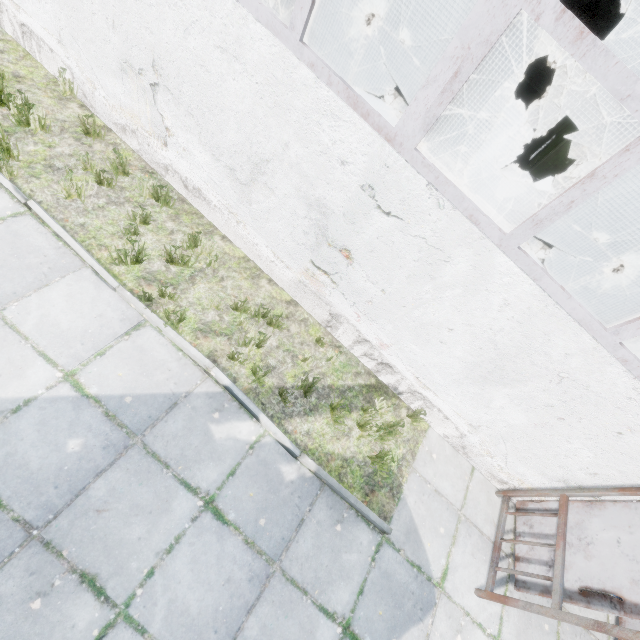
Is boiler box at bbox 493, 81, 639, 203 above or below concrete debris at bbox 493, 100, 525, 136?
above

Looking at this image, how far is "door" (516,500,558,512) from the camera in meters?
4.6

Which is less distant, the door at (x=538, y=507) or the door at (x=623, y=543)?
the door at (x=623, y=543)

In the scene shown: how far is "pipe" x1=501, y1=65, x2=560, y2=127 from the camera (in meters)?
14.43

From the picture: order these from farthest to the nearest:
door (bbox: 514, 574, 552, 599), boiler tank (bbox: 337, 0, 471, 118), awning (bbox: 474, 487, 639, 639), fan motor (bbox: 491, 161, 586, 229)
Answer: fan motor (bbox: 491, 161, 586, 229), boiler tank (bbox: 337, 0, 471, 118), door (bbox: 514, 574, 552, 599), awning (bbox: 474, 487, 639, 639)

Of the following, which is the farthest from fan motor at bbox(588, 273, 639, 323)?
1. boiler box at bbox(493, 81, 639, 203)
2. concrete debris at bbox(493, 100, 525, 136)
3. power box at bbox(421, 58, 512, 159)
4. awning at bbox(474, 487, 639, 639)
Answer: concrete debris at bbox(493, 100, 525, 136)

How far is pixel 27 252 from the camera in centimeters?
374cm

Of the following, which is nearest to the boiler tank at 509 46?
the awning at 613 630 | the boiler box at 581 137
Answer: the boiler box at 581 137
